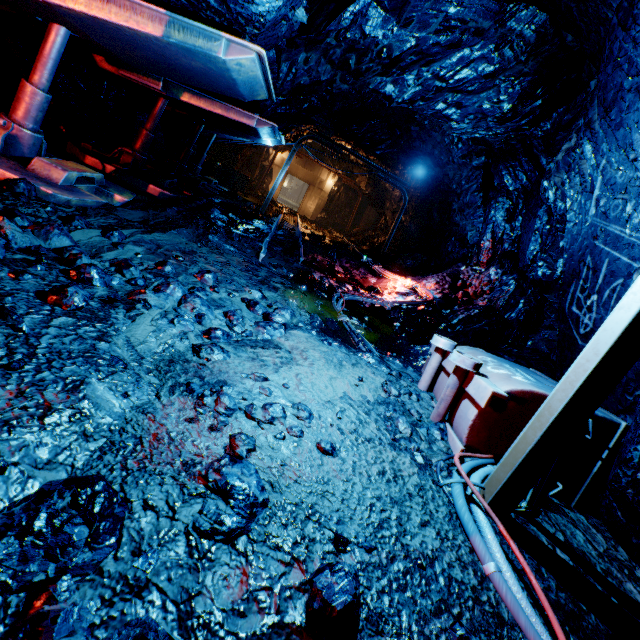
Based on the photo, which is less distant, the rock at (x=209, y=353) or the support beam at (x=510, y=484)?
the support beam at (x=510, y=484)

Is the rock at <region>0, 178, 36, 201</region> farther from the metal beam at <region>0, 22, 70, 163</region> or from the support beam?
the support beam

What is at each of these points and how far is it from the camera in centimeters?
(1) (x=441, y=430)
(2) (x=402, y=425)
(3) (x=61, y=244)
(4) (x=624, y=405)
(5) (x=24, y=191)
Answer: (1) rock, 279cm
(2) rock, 256cm
(3) rock, 264cm
(4) rock, 325cm
(5) rock, 311cm

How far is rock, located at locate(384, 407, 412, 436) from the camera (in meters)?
2.54

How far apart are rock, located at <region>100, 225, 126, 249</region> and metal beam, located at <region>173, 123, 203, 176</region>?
6.4m

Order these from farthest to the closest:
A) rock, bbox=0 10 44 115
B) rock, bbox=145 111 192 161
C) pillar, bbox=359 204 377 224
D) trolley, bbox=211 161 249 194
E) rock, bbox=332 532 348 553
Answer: pillar, bbox=359 204 377 224
trolley, bbox=211 161 249 194
rock, bbox=145 111 192 161
rock, bbox=0 10 44 115
rock, bbox=332 532 348 553

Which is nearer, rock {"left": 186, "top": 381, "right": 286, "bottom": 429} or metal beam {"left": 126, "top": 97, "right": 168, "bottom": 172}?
rock {"left": 186, "top": 381, "right": 286, "bottom": 429}

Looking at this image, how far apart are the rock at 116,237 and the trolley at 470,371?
3.4 meters
